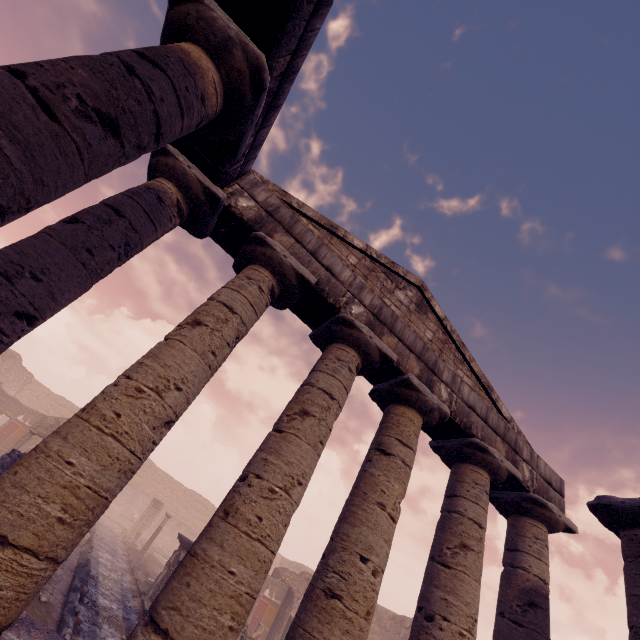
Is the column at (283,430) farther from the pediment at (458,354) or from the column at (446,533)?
the column at (446,533)

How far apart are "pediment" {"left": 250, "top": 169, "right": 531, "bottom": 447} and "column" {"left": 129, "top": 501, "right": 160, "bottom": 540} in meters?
25.4

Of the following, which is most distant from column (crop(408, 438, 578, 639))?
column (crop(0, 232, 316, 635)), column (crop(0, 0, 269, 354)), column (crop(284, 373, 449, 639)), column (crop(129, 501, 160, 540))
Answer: column (crop(129, 501, 160, 540))

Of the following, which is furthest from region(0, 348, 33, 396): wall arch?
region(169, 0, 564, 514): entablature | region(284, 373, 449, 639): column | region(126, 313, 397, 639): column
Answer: region(284, 373, 449, 639): column

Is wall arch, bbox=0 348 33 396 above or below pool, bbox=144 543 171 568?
above

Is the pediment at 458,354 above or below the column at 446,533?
above

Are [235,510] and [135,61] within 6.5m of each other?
yes

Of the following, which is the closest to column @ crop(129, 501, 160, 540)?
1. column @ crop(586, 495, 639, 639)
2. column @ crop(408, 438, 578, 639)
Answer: column @ crop(408, 438, 578, 639)
